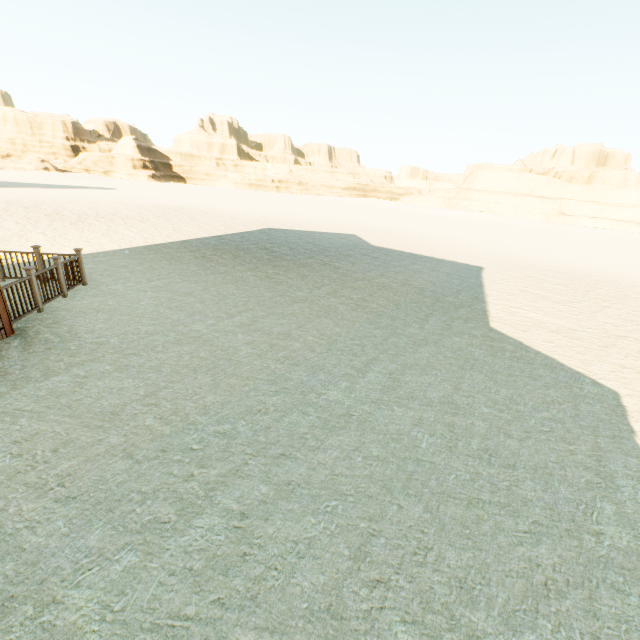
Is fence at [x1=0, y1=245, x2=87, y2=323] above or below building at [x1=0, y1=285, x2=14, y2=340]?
above

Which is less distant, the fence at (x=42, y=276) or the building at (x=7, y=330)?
the building at (x=7, y=330)

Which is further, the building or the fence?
the fence

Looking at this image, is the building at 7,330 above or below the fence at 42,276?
below

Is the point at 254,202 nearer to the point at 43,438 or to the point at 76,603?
the point at 43,438
